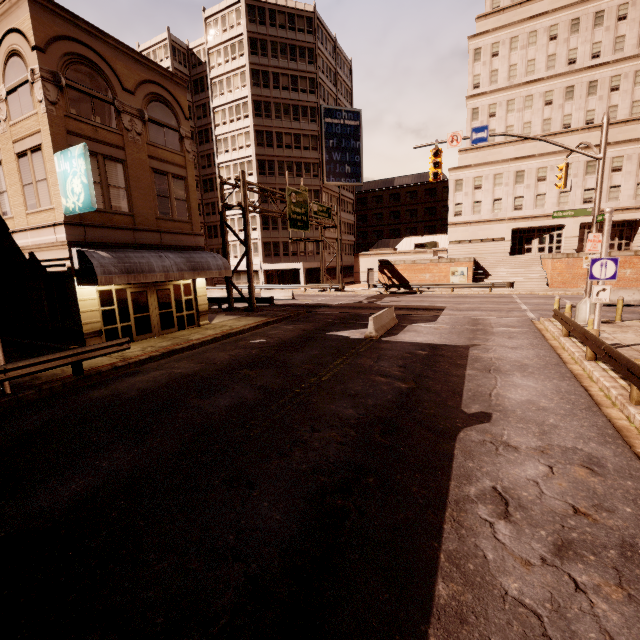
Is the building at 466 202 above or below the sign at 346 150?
below

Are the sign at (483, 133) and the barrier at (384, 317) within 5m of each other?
no

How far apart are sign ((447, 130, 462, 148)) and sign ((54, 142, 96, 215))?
16.13m

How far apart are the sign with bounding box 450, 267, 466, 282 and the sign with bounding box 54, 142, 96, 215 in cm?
3291

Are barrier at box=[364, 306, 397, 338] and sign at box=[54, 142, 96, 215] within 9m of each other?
no

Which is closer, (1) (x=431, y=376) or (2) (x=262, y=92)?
(1) (x=431, y=376)

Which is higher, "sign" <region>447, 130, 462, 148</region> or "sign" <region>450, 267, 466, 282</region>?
"sign" <region>447, 130, 462, 148</region>

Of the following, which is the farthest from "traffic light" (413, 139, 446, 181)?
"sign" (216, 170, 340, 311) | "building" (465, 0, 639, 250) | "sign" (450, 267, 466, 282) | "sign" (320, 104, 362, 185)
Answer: "sign" (320, 104, 362, 185)
